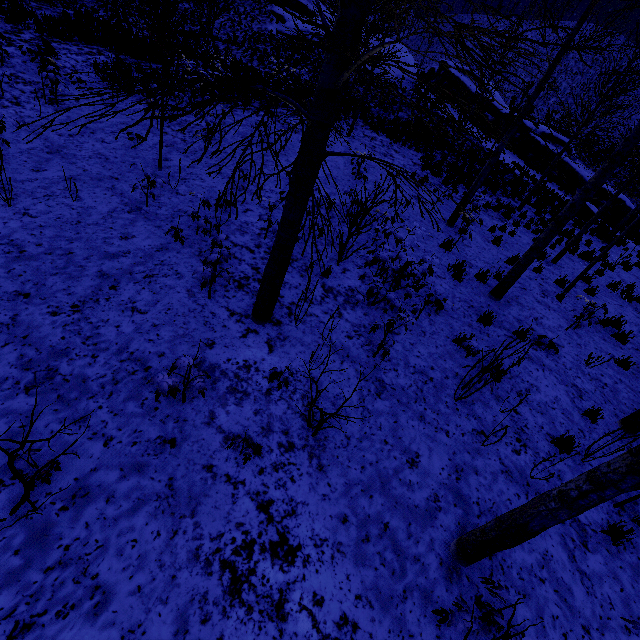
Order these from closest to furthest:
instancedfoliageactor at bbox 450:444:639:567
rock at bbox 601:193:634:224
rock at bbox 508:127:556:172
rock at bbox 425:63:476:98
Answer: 1. instancedfoliageactor at bbox 450:444:639:567
2. rock at bbox 601:193:634:224
3. rock at bbox 508:127:556:172
4. rock at bbox 425:63:476:98

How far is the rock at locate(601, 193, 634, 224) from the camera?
21.4m

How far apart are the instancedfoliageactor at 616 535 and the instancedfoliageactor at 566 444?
1.1 meters

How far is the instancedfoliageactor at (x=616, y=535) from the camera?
3.9 meters

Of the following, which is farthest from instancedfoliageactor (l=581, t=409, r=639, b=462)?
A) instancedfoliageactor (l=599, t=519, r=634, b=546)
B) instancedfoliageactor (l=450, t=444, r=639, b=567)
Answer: instancedfoliageactor (l=450, t=444, r=639, b=567)

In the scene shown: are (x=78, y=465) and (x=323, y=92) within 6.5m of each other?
yes

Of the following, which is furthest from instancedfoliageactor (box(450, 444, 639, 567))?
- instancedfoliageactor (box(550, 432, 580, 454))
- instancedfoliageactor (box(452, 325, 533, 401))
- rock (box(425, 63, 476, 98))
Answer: rock (box(425, 63, 476, 98))

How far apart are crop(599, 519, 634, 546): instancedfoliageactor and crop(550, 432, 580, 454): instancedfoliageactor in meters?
1.1
